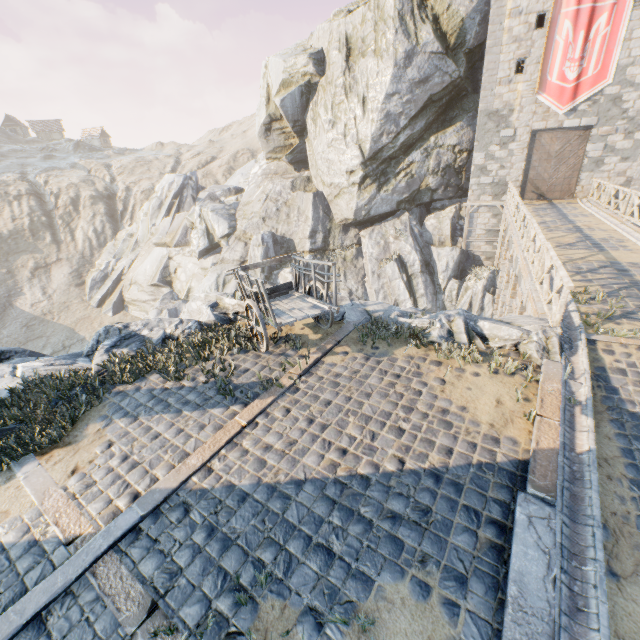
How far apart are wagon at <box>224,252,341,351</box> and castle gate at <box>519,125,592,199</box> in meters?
19.7 m

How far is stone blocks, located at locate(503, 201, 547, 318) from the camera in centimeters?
775cm

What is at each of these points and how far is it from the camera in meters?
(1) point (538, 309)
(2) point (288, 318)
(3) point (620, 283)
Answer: (1) stone blocks, 7.5
(2) wagon, 6.5
(3) bridge support, 8.5

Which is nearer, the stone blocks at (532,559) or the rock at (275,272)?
the stone blocks at (532,559)

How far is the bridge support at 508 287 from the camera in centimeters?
1184cm

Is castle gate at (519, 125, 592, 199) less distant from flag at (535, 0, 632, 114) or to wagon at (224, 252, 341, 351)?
flag at (535, 0, 632, 114)

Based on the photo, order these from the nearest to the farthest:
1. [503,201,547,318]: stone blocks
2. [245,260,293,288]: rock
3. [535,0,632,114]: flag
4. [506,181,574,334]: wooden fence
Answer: [506,181,574,334]: wooden fence, [503,201,547,318]: stone blocks, [535,0,632,114]: flag, [245,260,293,288]: rock

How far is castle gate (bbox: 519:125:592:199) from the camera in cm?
1864
